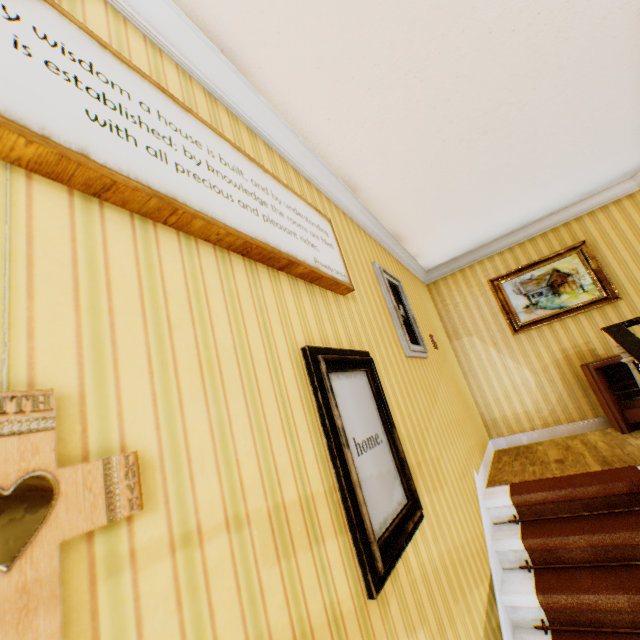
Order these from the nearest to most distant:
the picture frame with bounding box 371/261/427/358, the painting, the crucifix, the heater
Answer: the crucifix
the picture frame with bounding box 371/261/427/358
the heater
the painting

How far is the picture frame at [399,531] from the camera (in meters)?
1.28

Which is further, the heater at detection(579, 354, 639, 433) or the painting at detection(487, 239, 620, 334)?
the painting at detection(487, 239, 620, 334)

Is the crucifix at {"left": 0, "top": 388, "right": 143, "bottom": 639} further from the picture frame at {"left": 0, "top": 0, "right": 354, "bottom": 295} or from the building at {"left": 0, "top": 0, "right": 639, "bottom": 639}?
the picture frame at {"left": 0, "top": 0, "right": 354, "bottom": 295}

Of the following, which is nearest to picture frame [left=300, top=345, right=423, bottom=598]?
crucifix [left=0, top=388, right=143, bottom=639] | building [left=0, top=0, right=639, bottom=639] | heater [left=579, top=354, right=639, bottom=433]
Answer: building [left=0, top=0, right=639, bottom=639]

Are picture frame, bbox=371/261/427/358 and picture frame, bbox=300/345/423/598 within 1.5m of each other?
yes

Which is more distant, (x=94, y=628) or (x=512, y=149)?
(x=512, y=149)

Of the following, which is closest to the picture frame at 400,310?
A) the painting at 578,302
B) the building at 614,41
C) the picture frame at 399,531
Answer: the building at 614,41
